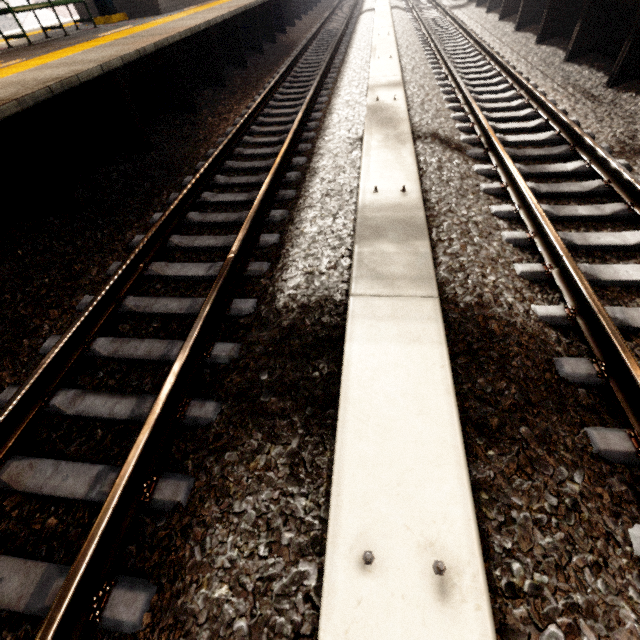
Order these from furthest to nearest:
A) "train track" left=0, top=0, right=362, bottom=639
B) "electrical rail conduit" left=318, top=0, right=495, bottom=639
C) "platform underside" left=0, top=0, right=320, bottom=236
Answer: "platform underside" left=0, top=0, right=320, bottom=236, "train track" left=0, top=0, right=362, bottom=639, "electrical rail conduit" left=318, top=0, right=495, bottom=639

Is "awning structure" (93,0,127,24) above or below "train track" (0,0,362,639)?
above

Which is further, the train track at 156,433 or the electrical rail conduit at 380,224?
the train track at 156,433

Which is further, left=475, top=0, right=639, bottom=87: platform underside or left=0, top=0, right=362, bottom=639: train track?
left=475, top=0, right=639, bottom=87: platform underside

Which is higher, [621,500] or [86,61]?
[86,61]

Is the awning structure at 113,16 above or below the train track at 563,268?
above

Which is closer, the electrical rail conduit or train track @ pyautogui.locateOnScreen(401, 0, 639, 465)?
the electrical rail conduit

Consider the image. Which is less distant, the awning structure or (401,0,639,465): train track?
(401,0,639,465): train track
